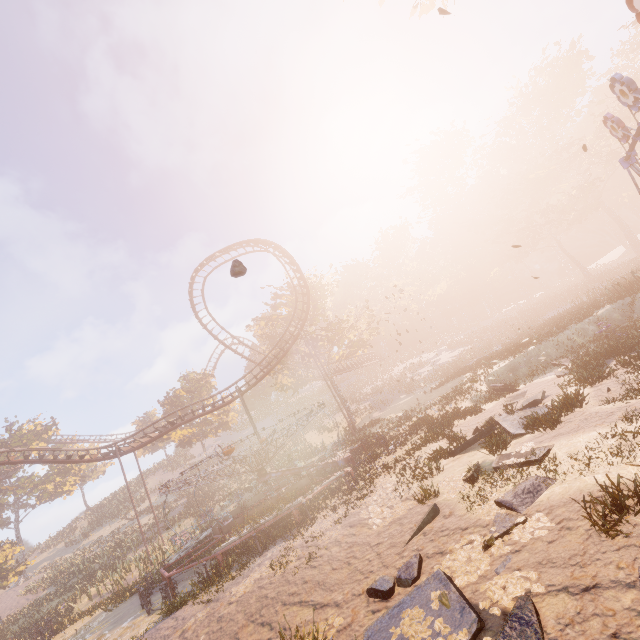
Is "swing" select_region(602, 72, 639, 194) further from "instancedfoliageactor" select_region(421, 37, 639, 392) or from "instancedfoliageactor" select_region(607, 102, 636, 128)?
"instancedfoliageactor" select_region(607, 102, 636, 128)

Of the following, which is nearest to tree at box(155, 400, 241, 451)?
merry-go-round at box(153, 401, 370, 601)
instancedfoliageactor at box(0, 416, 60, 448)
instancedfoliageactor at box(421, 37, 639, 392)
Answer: instancedfoliageactor at box(0, 416, 60, 448)

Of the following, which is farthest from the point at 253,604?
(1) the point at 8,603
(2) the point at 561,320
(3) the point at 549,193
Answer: (3) the point at 549,193

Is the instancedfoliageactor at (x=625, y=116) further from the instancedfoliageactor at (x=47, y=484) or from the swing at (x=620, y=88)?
the instancedfoliageactor at (x=47, y=484)

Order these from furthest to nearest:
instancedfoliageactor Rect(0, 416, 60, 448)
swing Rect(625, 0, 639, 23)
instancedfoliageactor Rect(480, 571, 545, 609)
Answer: instancedfoliageactor Rect(0, 416, 60, 448), swing Rect(625, 0, 639, 23), instancedfoliageactor Rect(480, 571, 545, 609)

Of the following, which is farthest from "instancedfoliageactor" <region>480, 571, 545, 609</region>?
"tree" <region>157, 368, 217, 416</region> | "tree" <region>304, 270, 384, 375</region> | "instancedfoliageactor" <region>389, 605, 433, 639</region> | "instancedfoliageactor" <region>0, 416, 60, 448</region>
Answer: "tree" <region>157, 368, 217, 416</region>

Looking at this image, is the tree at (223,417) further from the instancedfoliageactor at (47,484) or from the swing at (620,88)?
the swing at (620,88)

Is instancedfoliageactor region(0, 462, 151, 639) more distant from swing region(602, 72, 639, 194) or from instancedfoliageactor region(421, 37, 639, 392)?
instancedfoliageactor region(421, 37, 639, 392)
